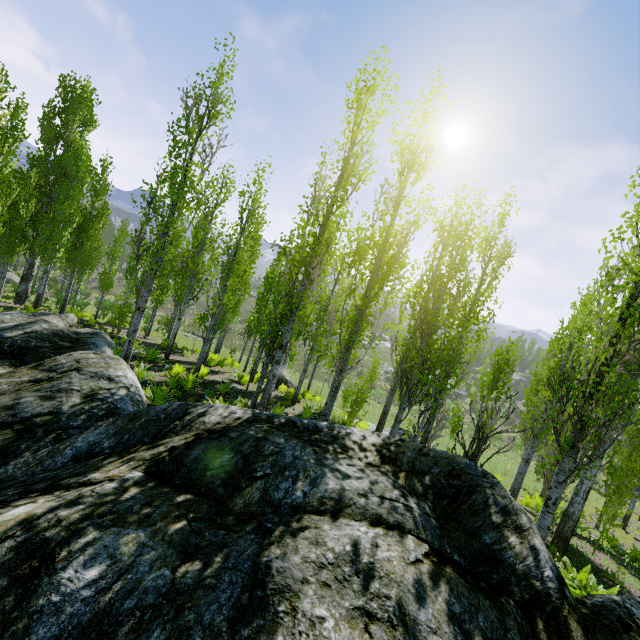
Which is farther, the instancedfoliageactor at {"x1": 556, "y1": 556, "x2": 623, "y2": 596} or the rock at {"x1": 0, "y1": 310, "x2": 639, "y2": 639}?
the instancedfoliageactor at {"x1": 556, "y1": 556, "x2": 623, "y2": 596}

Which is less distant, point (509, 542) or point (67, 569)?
point (67, 569)

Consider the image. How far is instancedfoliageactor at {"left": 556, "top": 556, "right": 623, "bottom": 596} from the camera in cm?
501

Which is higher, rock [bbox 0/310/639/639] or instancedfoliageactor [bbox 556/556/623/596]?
rock [bbox 0/310/639/639]

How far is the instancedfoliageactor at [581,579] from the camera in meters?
5.0

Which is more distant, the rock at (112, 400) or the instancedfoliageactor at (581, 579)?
the instancedfoliageactor at (581, 579)
